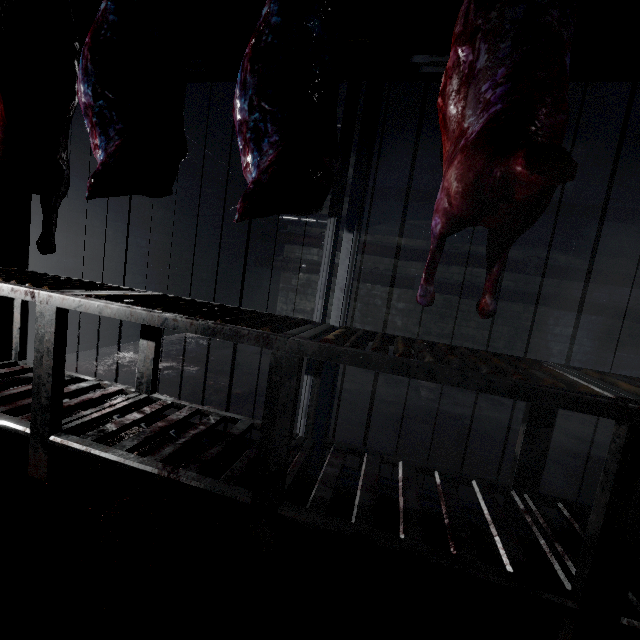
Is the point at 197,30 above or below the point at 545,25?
above

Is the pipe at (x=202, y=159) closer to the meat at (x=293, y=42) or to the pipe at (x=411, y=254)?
the pipe at (x=411, y=254)

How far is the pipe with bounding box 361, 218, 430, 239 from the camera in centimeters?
425cm

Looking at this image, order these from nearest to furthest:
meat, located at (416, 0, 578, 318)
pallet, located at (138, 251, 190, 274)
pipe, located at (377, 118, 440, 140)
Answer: meat, located at (416, 0, 578, 318) → pallet, located at (138, 251, 190, 274) → pipe, located at (377, 118, 440, 140)

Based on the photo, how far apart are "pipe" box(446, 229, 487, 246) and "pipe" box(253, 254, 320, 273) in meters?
0.1 m

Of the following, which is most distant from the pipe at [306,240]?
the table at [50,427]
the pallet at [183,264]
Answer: the table at [50,427]
